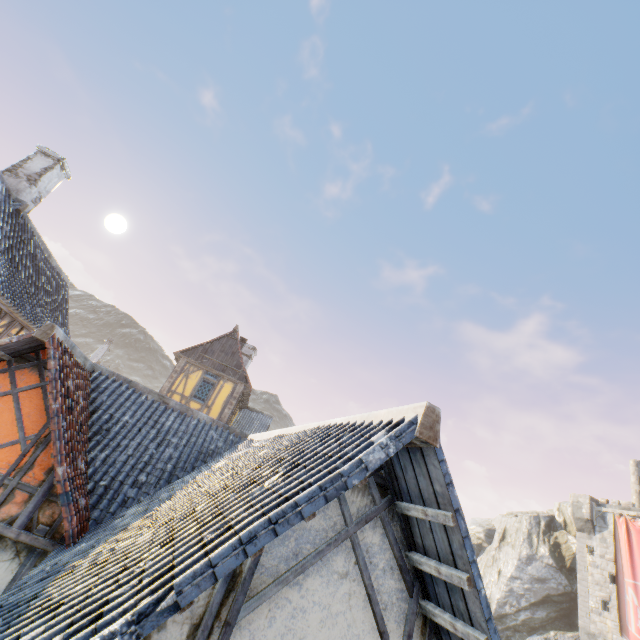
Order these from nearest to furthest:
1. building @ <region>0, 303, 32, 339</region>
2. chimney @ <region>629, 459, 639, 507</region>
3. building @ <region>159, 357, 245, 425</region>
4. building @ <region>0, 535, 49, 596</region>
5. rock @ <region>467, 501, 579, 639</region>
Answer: building @ <region>0, 535, 49, 596</region>
building @ <region>0, 303, 32, 339</region>
building @ <region>159, 357, 245, 425</region>
rock @ <region>467, 501, 579, 639</region>
chimney @ <region>629, 459, 639, 507</region>

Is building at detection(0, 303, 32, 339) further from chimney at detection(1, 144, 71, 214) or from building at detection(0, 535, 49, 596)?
chimney at detection(1, 144, 71, 214)

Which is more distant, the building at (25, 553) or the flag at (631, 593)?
the flag at (631, 593)

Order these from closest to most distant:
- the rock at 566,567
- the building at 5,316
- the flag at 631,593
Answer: the building at 5,316
the flag at 631,593
the rock at 566,567

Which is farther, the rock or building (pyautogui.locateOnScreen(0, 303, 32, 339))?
the rock

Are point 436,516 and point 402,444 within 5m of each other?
yes

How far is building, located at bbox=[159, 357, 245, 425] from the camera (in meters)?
18.14

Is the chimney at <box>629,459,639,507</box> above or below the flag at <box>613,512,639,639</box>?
above
